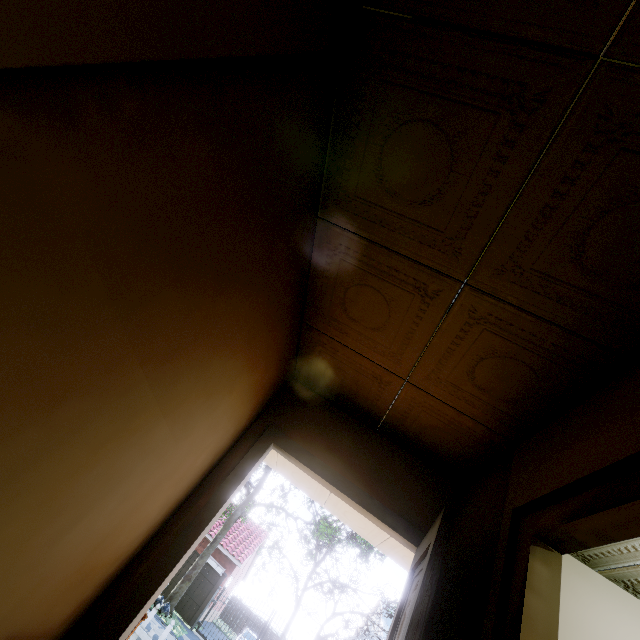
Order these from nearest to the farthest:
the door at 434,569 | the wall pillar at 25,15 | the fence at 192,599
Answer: the wall pillar at 25,15 < the door at 434,569 < the fence at 192,599

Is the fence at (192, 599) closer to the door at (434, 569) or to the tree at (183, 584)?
the tree at (183, 584)

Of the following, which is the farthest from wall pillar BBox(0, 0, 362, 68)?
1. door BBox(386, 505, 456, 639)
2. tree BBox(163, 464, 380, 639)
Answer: tree BBox(163, 464, 380, 639)

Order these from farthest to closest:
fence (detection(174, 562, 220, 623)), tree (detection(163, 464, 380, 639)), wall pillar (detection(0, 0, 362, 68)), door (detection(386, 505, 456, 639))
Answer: fence (detection(174, 562, 220, 623))
tree (detection(163, 464, 380, 639))
door (detection(386, 505, 456, 639))
wall pillar (detection(0, 0, 362, 68))

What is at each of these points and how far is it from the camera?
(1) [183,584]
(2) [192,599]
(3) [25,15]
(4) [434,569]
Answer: (1) tree, 15.8m
(2) fence, 17.4m
(3) wall pillar, 0.6m
(4) door, 1.7m

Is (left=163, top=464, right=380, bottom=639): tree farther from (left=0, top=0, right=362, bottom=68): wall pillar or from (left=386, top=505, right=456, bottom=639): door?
(left=0, top=0, right=362, bottom=68): wall pillar

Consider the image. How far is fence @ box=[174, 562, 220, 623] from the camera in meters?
17.1 m

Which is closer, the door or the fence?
the door
